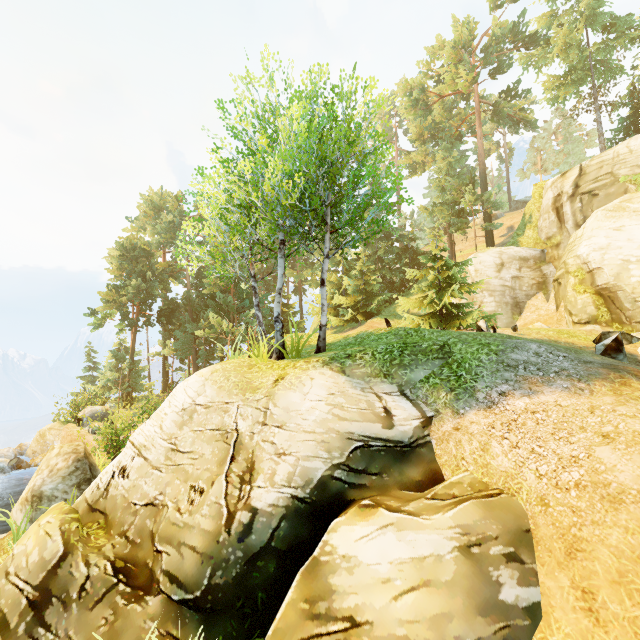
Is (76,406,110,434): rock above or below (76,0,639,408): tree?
below

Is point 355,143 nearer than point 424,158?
Yes

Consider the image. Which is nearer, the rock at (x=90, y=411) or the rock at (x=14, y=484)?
the rock at (x=14, y=484)

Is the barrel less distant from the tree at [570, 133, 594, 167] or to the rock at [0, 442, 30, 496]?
the rock at [0, 442, 30, 496]

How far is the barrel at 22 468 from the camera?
18.27m

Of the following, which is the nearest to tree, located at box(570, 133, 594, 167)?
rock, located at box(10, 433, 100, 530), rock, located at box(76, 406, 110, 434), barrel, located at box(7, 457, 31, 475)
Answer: rock, located at box(76, 406, 110, 434)

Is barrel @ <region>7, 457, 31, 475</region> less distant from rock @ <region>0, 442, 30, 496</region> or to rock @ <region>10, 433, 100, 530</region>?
rock @ <region>0, 442, 30, 496</region>
